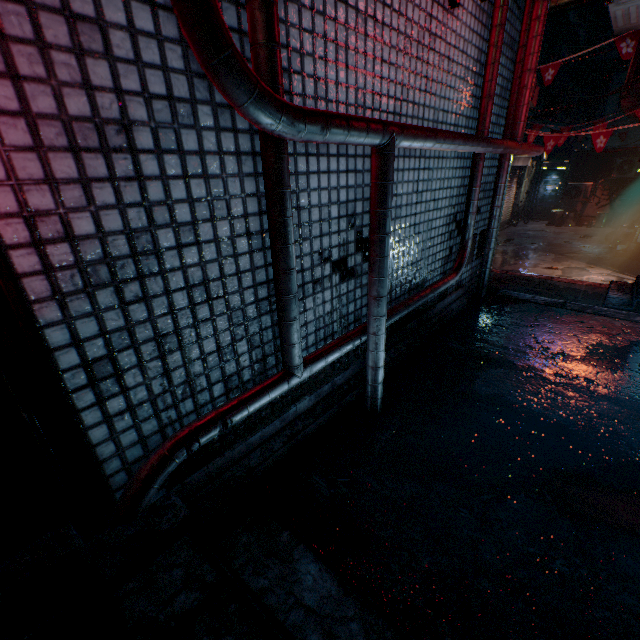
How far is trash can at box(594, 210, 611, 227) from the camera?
13.10m

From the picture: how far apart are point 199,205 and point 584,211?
18.0m

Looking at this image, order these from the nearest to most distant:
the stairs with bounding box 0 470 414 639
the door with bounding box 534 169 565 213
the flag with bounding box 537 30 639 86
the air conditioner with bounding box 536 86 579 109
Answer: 1. the stairs with bounding box 0 470 414 639
2. the flag with bounding box 537 30 639 86
3. the air conditioner with bounding box 536 86 579 109
4. the door with bounding box 534 169 565 213

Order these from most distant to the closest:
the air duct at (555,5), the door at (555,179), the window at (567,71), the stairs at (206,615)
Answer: the door at (555,179) → the window at (567,71) → the air duct at (555,5) → the stairs at (206,615)

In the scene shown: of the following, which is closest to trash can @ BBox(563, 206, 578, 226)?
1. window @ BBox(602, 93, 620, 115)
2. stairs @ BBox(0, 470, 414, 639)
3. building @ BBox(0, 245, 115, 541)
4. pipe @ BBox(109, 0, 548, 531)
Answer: window @ BBox(602, 93, 620, 115)

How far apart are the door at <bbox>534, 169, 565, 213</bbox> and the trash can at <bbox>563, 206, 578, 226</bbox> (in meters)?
2.12

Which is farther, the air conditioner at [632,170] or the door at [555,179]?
the door at [555,179]

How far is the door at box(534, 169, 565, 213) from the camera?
15.5 meters
